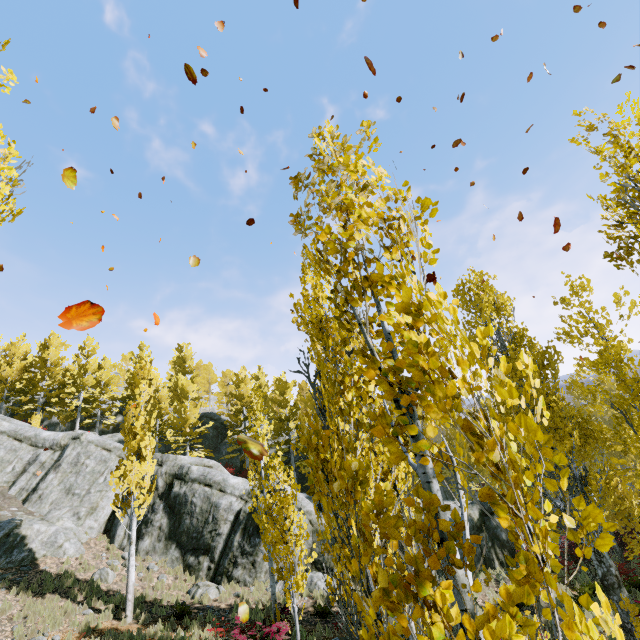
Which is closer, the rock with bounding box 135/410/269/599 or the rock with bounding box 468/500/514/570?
the rock with bounding box 135/410/269/599

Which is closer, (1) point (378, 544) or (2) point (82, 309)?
(2) point (82, 309)

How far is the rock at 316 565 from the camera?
15.5 meters

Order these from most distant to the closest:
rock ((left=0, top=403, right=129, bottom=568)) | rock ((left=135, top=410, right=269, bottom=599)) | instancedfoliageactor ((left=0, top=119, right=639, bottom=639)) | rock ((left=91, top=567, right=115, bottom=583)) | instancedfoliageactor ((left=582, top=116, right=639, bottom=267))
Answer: rock ((left=135, top=410, right=269, bottom=599)) < rock ((left=0, top=403, right=129, bottom=568)) < rock ((left=91, top=567, right=115, bottom=583)) < instancedfoliageactor ((left=582, top=116, right=639, bottom=267)) < instancedfoliageactor ((left=0, top=119, right=639, bottom=639))

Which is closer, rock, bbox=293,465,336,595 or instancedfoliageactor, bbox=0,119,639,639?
instancedfoliageactor, bbox=0,119,639,639

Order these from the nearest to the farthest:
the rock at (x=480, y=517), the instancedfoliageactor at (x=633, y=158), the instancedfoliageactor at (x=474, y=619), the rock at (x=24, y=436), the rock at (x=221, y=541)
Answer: the instancedfoliageactor at (x=474, y=619) < the instancedfoliageactor at (x=633, y=158) < the rock at (x=24, y=436) < the rock at (x=221, y=541) < the rock at (x=480, y=517)
